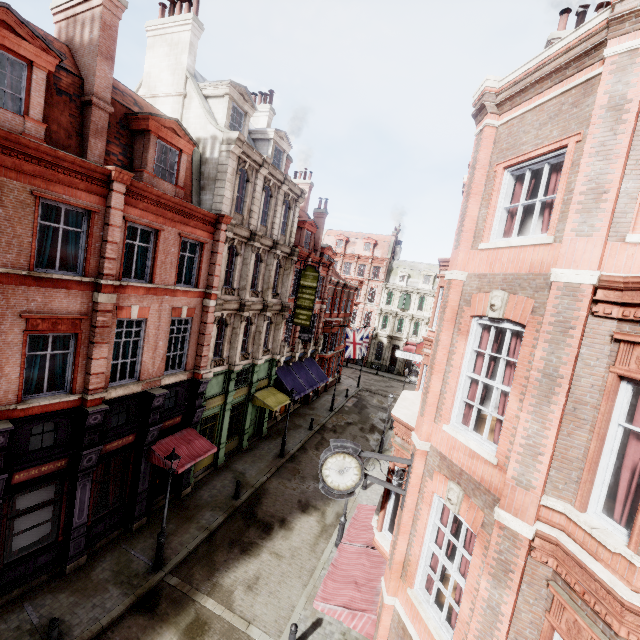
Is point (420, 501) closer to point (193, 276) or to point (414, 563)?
point (414, 563)

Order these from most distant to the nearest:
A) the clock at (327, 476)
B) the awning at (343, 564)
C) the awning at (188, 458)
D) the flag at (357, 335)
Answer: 1. the flag at (357, 335)
2. the awning at (188, 458)
3. the awning at (343, 564)
4. the clock at (327, 476)

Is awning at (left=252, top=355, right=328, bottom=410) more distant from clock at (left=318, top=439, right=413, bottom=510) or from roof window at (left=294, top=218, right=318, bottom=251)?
clock at (left=318, top=439, right=413, bottom=510)

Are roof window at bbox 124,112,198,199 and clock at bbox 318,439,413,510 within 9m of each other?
no

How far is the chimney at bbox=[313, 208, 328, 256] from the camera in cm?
3006

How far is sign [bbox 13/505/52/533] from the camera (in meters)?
10.34

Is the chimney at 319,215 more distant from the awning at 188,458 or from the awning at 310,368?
the awning at 188,458

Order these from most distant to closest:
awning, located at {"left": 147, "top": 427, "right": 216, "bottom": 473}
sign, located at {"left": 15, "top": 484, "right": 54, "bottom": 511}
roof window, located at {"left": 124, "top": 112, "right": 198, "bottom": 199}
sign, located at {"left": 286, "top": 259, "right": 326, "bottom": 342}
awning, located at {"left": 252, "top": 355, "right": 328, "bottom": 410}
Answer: sign, located at {"left": 286, "top": 259, "right": 326, "bottom": 342}
awning, located at {"left": 252, "top": 355, "right": 328, "bottom": 410}
awning, located at {"left": 147, "top": 427, "right": 216, "bottom": 473}
roof window, located at {"left": 124, "top": 112, "right": 198, "bottom": 199}
sign, located at {"left": 15, "top": 484, "right": 54, "bottom": 511}
